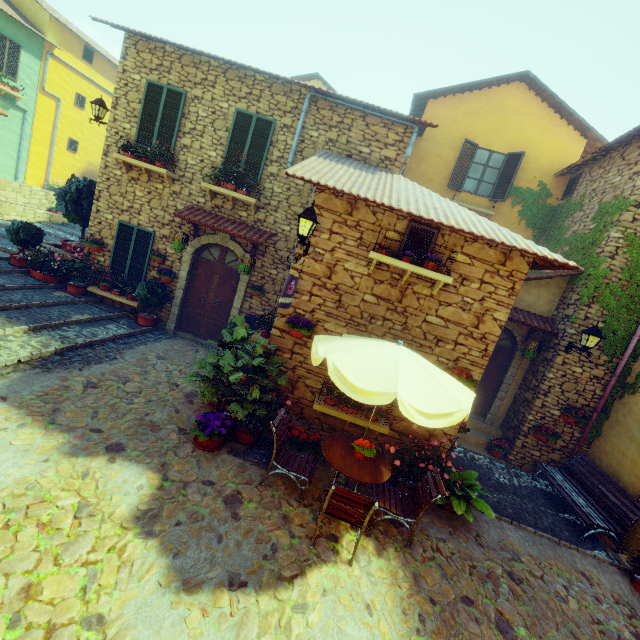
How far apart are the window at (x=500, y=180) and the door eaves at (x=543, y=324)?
4.1m

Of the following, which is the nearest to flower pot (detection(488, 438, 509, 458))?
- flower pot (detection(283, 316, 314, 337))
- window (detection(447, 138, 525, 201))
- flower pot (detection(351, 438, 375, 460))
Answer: flower pot (detection(351, 438, 375, 460))

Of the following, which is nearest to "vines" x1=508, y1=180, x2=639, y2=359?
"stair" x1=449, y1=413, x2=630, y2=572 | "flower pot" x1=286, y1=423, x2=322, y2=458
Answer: "stair" x1=449, y1=413, x2=630, y2=572

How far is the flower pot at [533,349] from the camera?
8.8m

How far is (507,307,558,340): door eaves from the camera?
8.6m

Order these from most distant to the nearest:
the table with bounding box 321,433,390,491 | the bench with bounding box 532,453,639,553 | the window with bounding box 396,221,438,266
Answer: the bench with bounding box 532,453,639,553, the window with bounding box 396,221,438,266, the table with bounding box 321,433,390,491

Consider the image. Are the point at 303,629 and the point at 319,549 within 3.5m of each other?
yes

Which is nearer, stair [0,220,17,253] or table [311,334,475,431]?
table [311,334,475,431]
